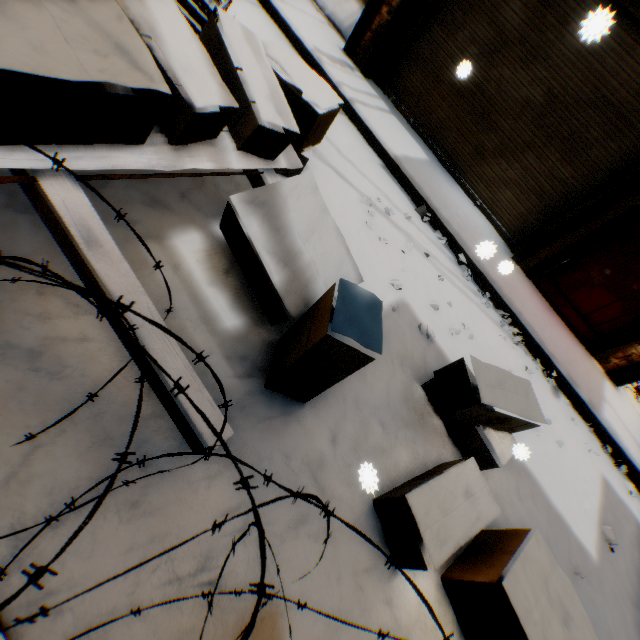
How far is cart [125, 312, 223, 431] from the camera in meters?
1.3 m

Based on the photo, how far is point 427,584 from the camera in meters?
1.8

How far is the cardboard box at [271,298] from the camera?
1.8 meters

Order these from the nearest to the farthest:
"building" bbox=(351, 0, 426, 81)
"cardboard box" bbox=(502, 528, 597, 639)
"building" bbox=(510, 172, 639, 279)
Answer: "cardboard box" bbox=(502, 528, 597, 639) → "building" bbox=(510, 172, 639, 279) → "building" bbox=(351, 0, 426, 81)

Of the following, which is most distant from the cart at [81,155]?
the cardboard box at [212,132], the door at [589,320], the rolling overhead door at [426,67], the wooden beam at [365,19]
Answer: the door at [589,320]

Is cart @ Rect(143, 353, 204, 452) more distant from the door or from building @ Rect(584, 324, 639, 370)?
the door

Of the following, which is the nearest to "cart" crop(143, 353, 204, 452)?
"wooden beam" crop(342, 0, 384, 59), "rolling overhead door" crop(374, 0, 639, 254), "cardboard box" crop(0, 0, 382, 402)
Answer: "cardboard box" crop(0, 0, 382, 402)
